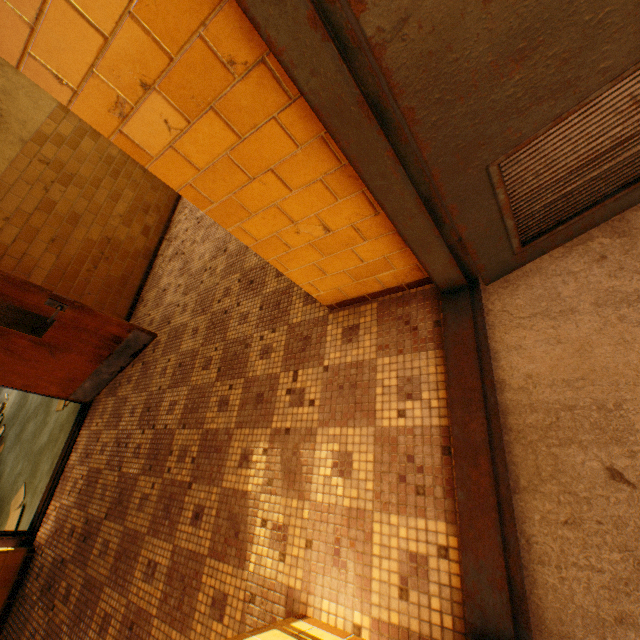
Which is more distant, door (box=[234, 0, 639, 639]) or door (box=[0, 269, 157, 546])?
door (box=[0, 269, 157, 546])

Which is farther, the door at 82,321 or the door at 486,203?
the door at 82,321

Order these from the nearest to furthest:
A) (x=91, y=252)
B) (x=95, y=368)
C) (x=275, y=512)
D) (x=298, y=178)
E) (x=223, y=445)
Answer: (x=298, y=178) → (x=275, y=512) → (x=223, y=445) → (x=95, y=368) → (x=91, y=252)
